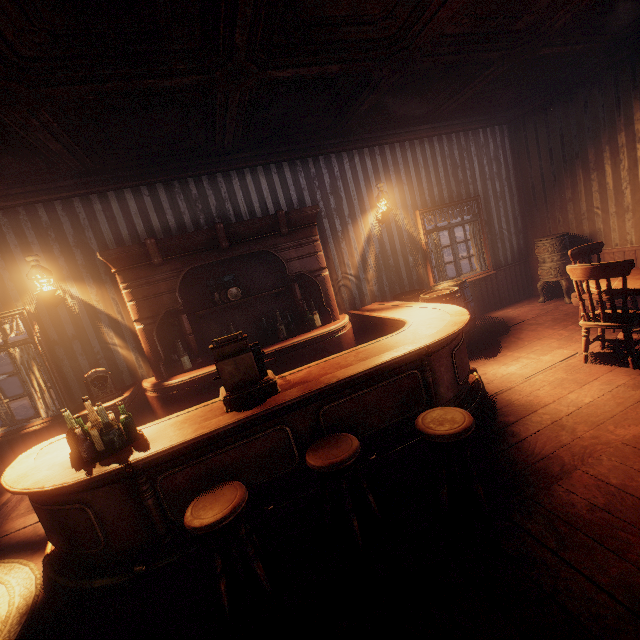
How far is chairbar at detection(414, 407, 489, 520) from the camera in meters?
Answer: 2.1 m

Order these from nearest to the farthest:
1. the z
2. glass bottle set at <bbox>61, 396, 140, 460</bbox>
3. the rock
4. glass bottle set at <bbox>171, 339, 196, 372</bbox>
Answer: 1. glass bottle set at <bbox>61, 396, 140, 460</bbox>
2. glass bottle set at <bbox>171, 339, 196, 372</bbox>
3. the rock
4. the z

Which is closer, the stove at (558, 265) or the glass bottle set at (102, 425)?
the glass bottle set at (102, 425)

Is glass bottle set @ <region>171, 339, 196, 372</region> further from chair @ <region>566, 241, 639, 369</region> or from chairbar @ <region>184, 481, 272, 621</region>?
chair @ <region>566, 241, 639, 369</region>

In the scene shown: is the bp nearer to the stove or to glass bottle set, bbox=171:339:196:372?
glass bottle set, bbox=171:339:196:372

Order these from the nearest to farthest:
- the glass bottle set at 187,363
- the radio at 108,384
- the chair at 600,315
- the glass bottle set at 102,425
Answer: the glass bottle set at 102,425, the chair at 600,315, the radio at 108,384, the glass bottle set at 187,363

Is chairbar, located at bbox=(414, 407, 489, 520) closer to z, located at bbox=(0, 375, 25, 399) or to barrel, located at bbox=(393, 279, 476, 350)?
barrel, located at bbox=(393, 279, 476, 350)

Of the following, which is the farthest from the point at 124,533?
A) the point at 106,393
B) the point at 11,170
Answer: the point at 11,170
